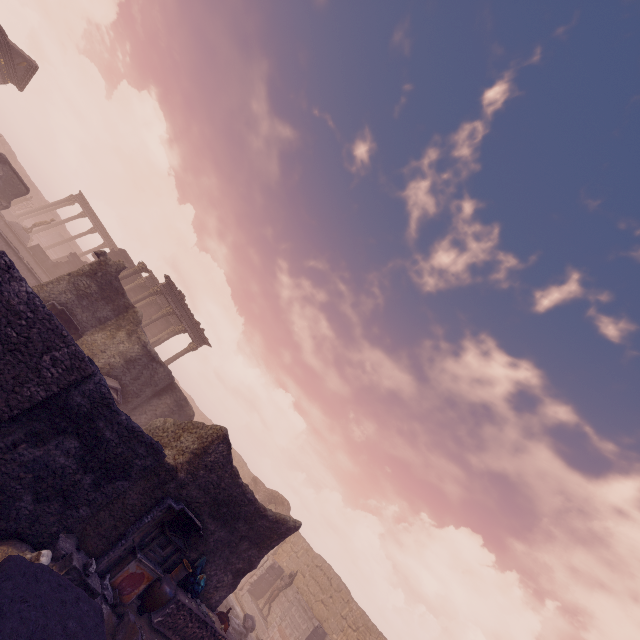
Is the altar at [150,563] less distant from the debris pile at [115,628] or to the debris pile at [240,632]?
the debris pile at [115,628]

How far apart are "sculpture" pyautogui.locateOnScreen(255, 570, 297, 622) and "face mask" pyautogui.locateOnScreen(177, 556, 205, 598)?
12.9m

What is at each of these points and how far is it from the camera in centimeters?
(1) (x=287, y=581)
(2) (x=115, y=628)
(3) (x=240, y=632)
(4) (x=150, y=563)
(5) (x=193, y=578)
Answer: (1) sculpture, 2008cm
(2) debris pile, 694cm
(3) debris pile, 1411cm
(4) altar, 800cm
(5) face mask, 928cm

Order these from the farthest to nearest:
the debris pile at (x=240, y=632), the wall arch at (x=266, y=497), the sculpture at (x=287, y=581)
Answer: the wall arch at (x=266, y=497)
the sculpture at (x=287, y=581)
the debris pile at (x=240, y=632)

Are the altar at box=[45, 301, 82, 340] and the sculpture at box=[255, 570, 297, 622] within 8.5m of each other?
no

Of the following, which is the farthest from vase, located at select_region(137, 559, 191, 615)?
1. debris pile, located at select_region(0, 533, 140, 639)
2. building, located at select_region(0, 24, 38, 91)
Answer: building, located at select_region(0, 24, 38, 91)

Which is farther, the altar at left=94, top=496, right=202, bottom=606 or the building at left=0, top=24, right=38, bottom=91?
the building at left=0, top=24, right=38, bottom=91

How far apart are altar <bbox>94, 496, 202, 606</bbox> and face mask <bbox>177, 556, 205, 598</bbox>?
0.7 meters
